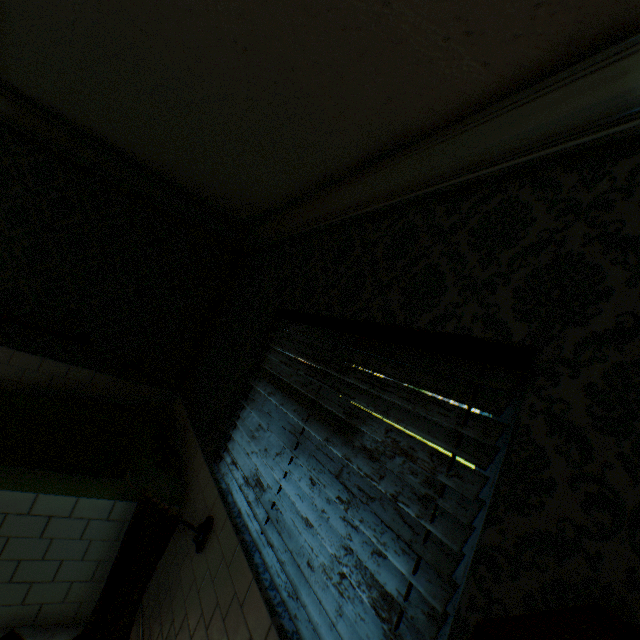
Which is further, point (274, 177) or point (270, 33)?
point (274, 177)

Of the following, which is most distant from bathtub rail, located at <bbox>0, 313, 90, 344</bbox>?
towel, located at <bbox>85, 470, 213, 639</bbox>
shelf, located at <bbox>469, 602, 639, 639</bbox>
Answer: shelf, located at <bbox>469, 602, 639, 639</bbox>

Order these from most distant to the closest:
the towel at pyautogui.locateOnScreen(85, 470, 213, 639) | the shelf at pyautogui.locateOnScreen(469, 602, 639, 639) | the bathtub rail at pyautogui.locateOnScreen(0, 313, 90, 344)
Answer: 1. the bathtub rail at pyautogui.locateOnScreen(0, 313, 90, 344)
2. the towel at pyautogui.locateOnScreen(85, 470, 213, 639)
3. the shelf at pyautogui.locateOnScreen(469, 602, 639, 639)

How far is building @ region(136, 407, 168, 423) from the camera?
3.45m

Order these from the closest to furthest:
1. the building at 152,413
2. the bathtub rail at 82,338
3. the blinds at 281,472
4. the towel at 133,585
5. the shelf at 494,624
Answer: the shelf at 494,624
the blinds at 281,472
the towel at 133,585
the bathtub rail at 82,338
the building at 152,413

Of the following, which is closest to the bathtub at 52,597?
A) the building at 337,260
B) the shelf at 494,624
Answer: the building at 337,260

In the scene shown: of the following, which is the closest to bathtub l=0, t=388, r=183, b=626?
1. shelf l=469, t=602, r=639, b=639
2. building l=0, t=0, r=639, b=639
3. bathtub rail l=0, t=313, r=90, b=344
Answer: building l=0, t=0, r=639, b=639

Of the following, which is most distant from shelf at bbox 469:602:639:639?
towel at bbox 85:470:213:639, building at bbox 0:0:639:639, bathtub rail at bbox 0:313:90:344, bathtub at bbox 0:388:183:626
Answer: bathtub rail at bbox 0:313:90:344
